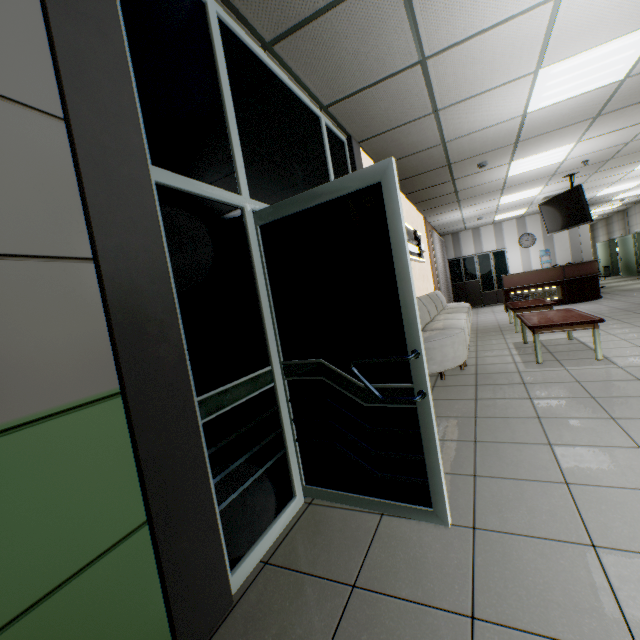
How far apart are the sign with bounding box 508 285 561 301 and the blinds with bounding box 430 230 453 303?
1.8m

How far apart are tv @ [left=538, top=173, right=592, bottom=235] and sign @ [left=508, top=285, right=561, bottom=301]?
2.0m

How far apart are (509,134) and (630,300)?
6.9m

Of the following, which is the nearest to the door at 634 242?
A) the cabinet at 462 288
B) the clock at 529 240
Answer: the clock at 529 240

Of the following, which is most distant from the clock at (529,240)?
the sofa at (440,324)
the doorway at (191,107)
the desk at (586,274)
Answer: the doorway at (191,107)

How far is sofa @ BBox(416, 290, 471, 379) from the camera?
4.2m

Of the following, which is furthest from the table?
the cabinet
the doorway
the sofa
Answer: the cabinet

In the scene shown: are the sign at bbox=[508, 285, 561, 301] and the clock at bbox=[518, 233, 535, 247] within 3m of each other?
no
